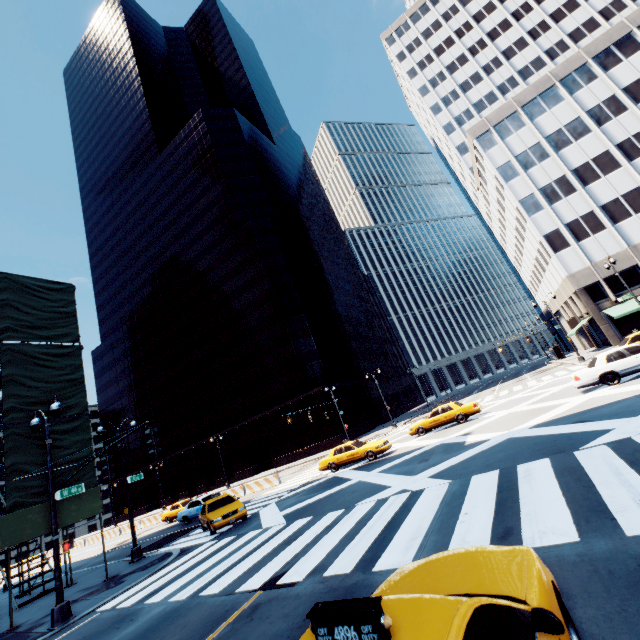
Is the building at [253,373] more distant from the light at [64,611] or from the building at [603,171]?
the light at [64,611]

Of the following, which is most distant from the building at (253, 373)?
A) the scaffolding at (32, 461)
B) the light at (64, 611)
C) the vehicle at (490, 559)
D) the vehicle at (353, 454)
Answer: the vehicle at (490, 559)

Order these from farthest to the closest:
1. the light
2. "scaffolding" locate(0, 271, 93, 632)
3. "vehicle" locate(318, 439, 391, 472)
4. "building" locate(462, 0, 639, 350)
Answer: "building" locate(462, 0, 639, 350)
"vehicle" locate(318, 439, 391, 472)
"scaffolding" locate(0, 271, 93, 632)
the light

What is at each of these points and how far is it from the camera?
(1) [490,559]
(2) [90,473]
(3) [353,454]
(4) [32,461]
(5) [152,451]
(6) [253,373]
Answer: (1) vehicle, 3.5m
(2) scaffolding, 15.9m
(3) vehicle, 21.1m
(4) scaffolding, 14.4m
(5) traffic light, 9.1m
(6) building, 53.1m

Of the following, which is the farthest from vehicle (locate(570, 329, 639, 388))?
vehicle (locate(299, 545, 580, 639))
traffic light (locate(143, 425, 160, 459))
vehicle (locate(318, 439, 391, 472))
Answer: traffic light (locate(143, 425, 160, 459))

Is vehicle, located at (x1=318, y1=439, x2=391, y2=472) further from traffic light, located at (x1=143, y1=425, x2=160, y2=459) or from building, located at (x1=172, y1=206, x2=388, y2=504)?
building, located at (x1=172, y1=206, x2=388, y2=504)

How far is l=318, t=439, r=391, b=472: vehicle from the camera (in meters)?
20.49

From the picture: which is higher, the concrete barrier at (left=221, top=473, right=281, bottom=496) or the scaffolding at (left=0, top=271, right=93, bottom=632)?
the scaffolding at (left=0, top=271, right=93, bottom=632)
